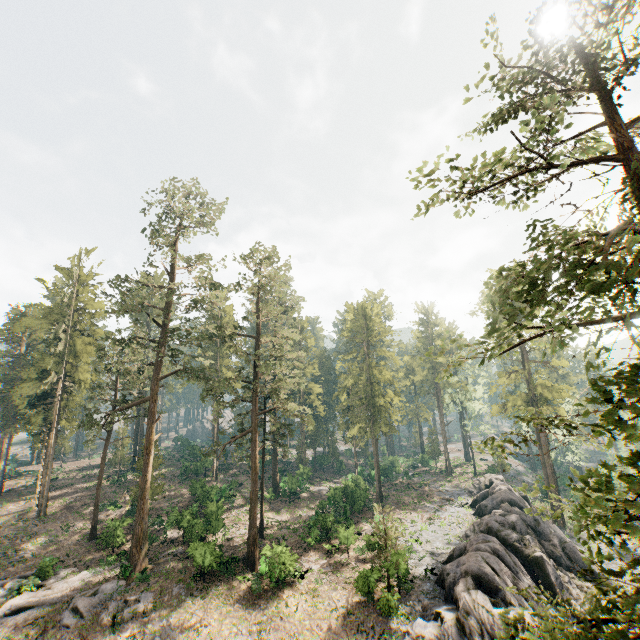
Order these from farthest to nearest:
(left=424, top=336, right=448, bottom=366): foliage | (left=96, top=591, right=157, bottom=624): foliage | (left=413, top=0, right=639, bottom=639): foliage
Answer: (left=96, top=591, right=157, bottom=624): foliage < (left=424, top=336, right=448, bottom=366): foliage < (left=413, top=0, right=639, bottom=639): foliage

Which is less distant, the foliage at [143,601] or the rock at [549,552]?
the rock at [549,552]

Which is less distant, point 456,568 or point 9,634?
point 9,634

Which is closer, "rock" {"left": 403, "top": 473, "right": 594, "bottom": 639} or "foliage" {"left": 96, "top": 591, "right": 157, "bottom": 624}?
"rock" {"left": 403, "top": 473, "right": 594, "bottom": 639}

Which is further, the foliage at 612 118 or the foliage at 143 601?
the foliage at 143 601

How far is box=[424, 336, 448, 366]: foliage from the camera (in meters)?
10.63
